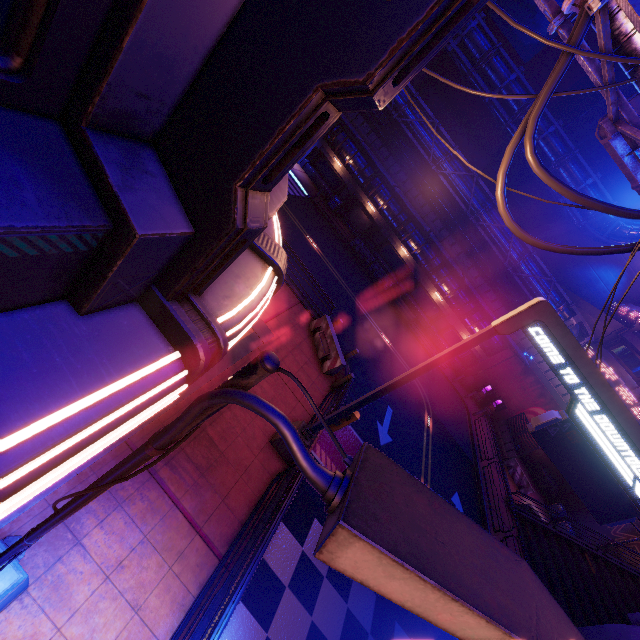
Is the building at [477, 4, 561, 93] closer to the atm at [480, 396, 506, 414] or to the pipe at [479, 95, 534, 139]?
the pipe at [479, 95, 534, 139]

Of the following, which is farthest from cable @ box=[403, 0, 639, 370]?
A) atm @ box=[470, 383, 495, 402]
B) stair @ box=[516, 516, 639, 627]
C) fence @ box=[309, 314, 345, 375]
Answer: atm @ box=[470, 383, 495, 402]

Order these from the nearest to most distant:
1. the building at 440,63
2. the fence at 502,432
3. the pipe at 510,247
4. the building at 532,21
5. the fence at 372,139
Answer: the fence at 502,432
the pipe at 510,247
the fence at 372,139
the building at 532,21
the building at 440,63

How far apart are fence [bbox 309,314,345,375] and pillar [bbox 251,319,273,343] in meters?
2.4

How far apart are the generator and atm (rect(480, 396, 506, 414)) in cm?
646

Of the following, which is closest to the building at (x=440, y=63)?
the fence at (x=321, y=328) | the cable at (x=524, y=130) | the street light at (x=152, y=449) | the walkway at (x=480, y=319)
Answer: the walkway at (x=480, y=319)

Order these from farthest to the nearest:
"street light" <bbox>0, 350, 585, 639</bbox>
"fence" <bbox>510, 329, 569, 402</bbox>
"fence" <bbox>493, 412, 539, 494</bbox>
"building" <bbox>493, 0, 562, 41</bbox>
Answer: "building" <bbox>493, 0, 562, 41</bbox>
"fence" <bbox>510, 329, 569, 402</bbox>
"fence" <bbox>493, 412, 539, 494</bbox>
"street light" <bbox>0, 350, 585, 639</bbox>

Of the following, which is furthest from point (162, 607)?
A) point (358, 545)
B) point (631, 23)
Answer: point (631, 23)
